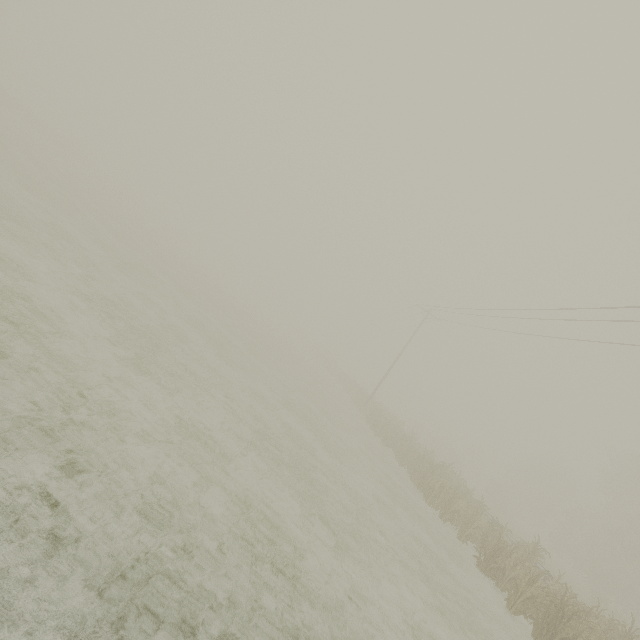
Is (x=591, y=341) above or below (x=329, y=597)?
above
